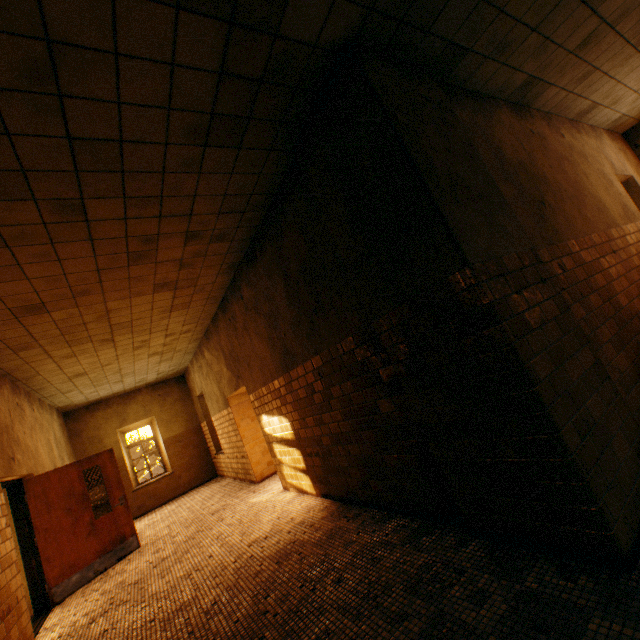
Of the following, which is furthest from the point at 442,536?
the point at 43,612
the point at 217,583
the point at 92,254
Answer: the point at 43,612
